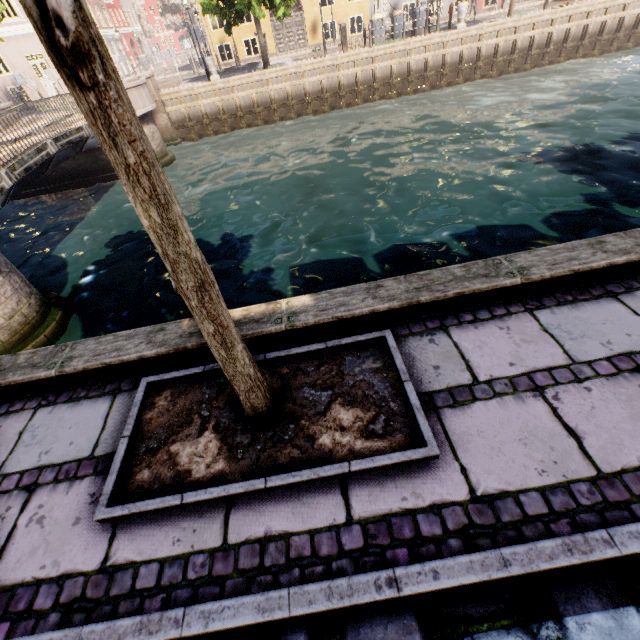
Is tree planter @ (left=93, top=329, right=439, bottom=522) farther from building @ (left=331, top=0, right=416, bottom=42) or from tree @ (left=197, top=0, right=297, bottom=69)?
building @ (left=331, top=0, right=416, bottom=42)

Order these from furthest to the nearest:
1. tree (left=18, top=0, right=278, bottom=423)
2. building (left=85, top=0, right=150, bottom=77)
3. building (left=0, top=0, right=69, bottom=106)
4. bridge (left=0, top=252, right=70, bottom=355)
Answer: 1. building (left=85, top=0, right=150, bottom=77)
2. building (left=0, top=0, right=69, bottom=106)
3. bridge (left=0, top=252, right=70, bottom=355)
4. tree (left=18, top=0, right=278, bottom=423)

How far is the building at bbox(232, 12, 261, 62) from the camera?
23.3m

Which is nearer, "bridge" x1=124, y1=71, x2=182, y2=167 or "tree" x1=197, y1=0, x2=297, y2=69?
"bridge" x1=124, y1=71, x2=182, y2=167

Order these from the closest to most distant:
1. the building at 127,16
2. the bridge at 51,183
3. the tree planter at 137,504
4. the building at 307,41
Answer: the tree planter at 137,504 < the bridge at 51,183 < the building at 307,41 < the building at 127,16

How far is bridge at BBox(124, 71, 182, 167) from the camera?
13.93m

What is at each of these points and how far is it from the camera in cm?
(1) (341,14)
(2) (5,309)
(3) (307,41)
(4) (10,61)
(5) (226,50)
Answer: (1) building, 2347
(2) bridge, 640
(3) building, 2442
(4) building, 2298
(5) building, 2889

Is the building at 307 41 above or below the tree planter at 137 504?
above
